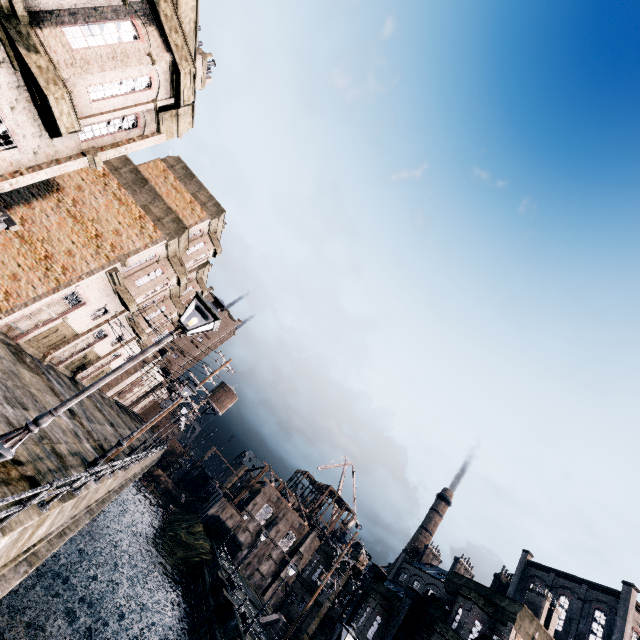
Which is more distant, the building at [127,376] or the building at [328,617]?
the building at [127,376]

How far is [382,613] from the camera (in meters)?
27.69

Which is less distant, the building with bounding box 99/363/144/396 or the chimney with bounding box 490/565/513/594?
the building with bounding box 99/363/144/396

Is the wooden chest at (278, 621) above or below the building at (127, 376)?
below

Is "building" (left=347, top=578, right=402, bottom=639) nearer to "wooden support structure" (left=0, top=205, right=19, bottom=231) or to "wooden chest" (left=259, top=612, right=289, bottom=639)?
"wooden chest" (left=259, top=612, right=289, bottom=639)

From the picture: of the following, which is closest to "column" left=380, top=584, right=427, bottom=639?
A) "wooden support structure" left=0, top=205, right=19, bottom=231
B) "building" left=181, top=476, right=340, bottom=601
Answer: "building" left=181, top=476, right=340, bottom=601

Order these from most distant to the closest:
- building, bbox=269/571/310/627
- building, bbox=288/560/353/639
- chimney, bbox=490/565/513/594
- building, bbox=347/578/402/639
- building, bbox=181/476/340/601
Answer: chimney, bbox=490/565/513/594 → building, bbox=181/476/340/601 → building, bbox=269/571/310/627 → building, bbox=288/560/353/639 → building, bbox=347/578/402/639

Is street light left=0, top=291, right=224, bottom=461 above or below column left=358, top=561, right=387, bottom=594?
below
